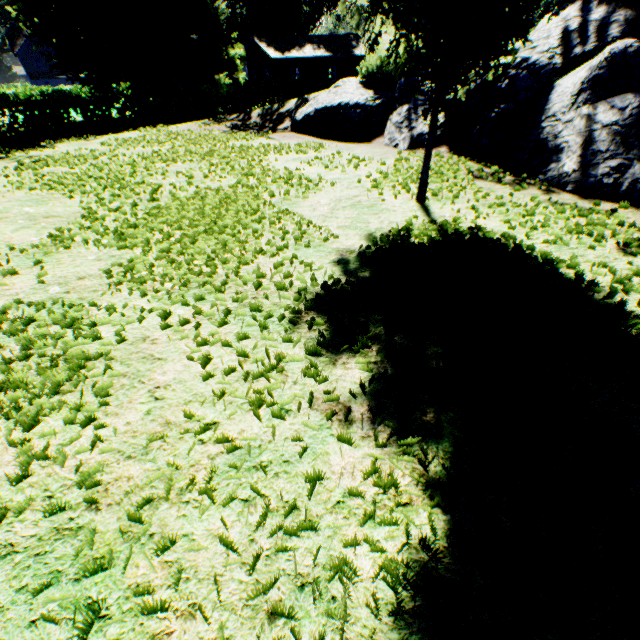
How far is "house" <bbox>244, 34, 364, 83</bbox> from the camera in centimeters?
3694cm

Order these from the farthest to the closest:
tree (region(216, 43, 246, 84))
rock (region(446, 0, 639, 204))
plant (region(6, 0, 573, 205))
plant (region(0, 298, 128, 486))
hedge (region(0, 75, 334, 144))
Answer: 1. tree (region(216, 43, 246, 84))
2. hedge (region(0, 75, 334, 144))
3. rock (region(446, 0, 639, 204))
4. plant (region(6, 0, 573, 205))
5. plant (region(0, 298, 128, 486))

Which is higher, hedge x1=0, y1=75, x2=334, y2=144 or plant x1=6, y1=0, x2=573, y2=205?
plant x1=6, y1=0, x2=573, y2=205

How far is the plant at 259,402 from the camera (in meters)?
2.03

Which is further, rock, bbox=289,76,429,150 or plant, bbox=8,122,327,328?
rock, bbox=289,76,429,150

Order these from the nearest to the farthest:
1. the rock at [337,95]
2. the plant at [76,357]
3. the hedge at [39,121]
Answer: the plant at [76,357] → the rock at [337,95] → the hedge at [39,121]

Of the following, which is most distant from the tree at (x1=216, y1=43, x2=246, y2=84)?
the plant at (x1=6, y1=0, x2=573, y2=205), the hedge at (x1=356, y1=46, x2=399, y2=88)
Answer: the hedge at (x1=356, y1=46, x2=399, y2=88)

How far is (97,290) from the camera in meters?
3.3
